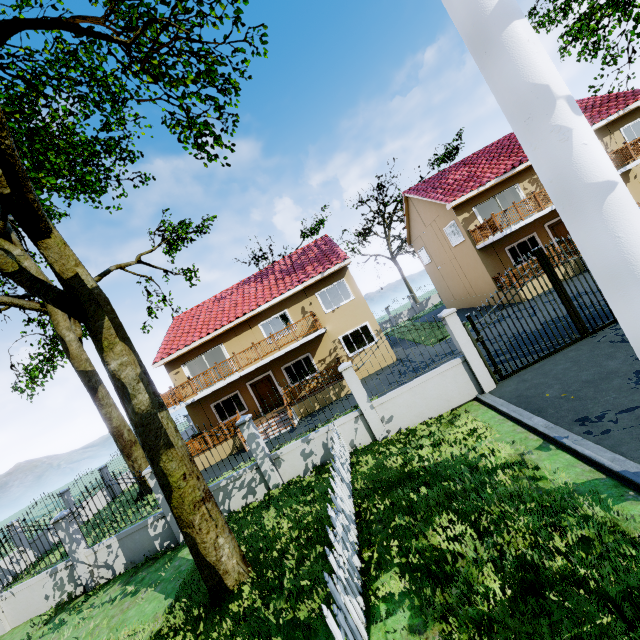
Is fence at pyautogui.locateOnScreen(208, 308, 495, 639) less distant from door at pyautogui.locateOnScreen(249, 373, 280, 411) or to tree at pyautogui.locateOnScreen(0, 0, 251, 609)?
tree at pyautogui.locateOnScreen(0, 0, 251, 609)

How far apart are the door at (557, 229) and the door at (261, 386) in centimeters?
1861cm

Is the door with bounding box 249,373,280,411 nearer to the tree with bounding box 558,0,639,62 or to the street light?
the tree with bounding box 558,0,639,62

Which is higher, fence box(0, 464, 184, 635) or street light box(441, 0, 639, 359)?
street light box(441, 0, 639, 359)

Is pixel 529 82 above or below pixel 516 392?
above

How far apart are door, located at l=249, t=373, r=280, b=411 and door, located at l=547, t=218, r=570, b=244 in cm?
1861

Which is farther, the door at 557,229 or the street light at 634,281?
the door at 557,229

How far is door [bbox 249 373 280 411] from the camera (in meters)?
19.73
